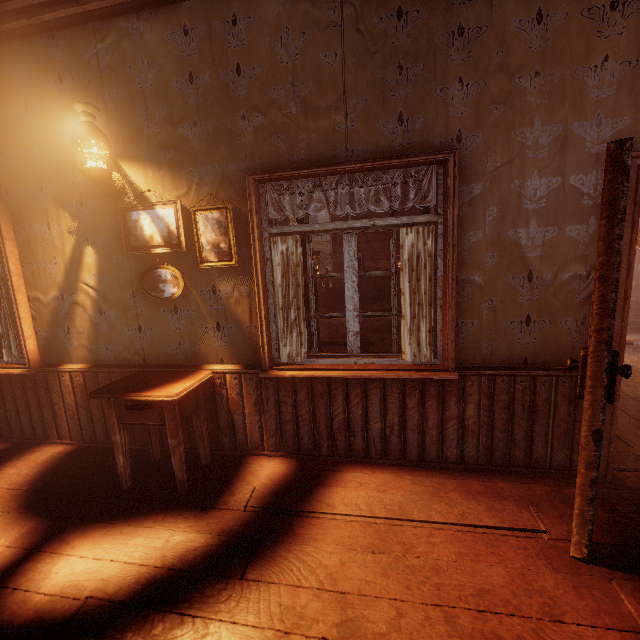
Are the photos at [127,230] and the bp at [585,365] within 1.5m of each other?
no

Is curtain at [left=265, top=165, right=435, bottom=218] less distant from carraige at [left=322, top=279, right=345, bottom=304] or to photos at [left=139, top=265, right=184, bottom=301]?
photos at [left=139, top=265, right=184, bottom=301]

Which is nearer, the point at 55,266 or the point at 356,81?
the point at 356,81

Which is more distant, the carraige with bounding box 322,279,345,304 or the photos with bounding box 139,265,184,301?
the carraige with bounding box 322,279,345,304

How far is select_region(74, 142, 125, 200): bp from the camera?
2.5m

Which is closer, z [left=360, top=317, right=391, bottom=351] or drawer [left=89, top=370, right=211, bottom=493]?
drawer [left=89, top=370, right=211, bottom=493]

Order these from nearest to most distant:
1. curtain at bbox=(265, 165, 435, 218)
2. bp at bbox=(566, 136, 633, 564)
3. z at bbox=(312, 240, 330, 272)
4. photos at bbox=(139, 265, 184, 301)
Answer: bp at bbox=(566, 136, 633, 564) → curtain at bbox=(265, 165, 435, 218) → photos at bbox=(139, 265, 184, 301) → z at bbox=(312, 240, 330, 272)

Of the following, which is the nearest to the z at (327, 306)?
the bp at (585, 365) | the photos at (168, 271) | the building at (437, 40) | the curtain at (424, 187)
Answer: the building at (437, 40)
